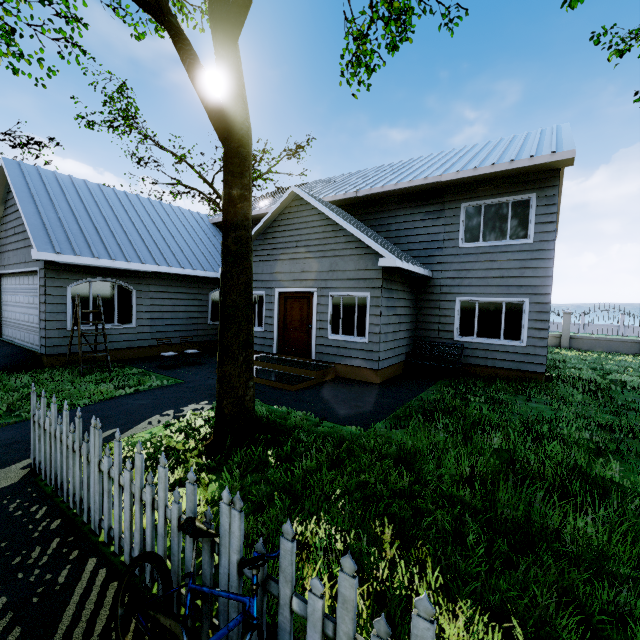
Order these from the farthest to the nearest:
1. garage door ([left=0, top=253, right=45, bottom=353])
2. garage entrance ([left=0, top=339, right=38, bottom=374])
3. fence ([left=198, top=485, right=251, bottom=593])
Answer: garage door ([left=0, top=253, right=45, bottom=353])
garage entrance ([left=0, top=339, right=38, bottom=374])
fence ([left=198, top=485, right=251, bottom=593])

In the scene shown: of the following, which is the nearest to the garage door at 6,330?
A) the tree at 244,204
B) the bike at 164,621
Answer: the tree at 244,204

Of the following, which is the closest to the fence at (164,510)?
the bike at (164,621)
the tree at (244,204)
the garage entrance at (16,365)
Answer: the bike at (164,621)

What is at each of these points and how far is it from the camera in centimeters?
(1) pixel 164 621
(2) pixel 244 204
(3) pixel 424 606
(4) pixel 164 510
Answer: (1) bike, 193cm
(2) tree, 491cm
(3) fence, 133cm
(4) fence, 245cm

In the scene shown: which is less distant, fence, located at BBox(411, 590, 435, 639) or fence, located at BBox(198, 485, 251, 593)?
fence, located at BBox(411, 590, 435, 639)

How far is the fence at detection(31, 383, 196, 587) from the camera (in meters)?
2.39

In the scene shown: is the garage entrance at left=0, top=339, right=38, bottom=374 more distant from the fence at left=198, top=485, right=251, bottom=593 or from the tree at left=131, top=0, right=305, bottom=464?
the fence at left=198, top=485, right=251, bottom=593
